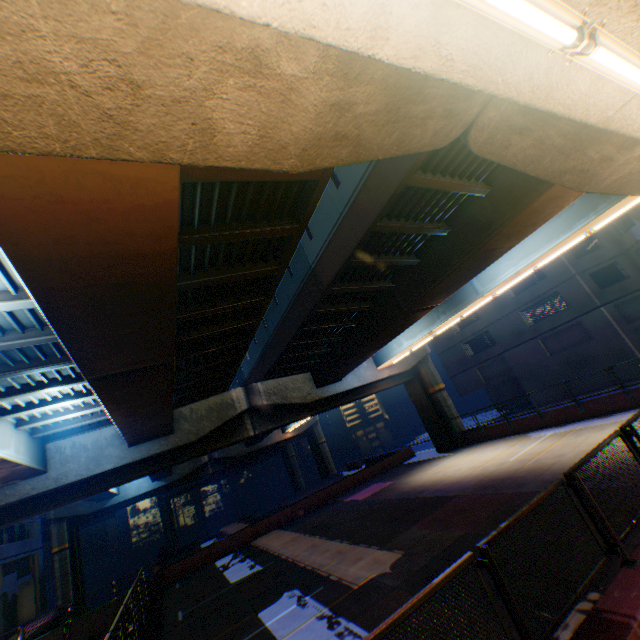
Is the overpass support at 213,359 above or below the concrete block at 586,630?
above

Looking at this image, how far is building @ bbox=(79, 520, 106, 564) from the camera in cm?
A: 5606

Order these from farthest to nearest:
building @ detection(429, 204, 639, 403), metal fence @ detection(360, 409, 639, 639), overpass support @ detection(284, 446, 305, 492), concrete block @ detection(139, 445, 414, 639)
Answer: overpass support @ detection(284, 446, 305, 492), building @ detection(429, 204, 639, 403), concrete block @ detection(139, 445, 414, 639), metal fence @ detection(360, 409, 639, 639)

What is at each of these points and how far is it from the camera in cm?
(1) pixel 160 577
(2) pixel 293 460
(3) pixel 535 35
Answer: (1) concrete block, 1791
(2) overpass support, 5934
(3) street lamp, 247

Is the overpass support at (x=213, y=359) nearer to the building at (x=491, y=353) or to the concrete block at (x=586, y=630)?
the concrete block at (x=586, y=630)

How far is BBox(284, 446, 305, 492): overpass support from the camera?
57.9m

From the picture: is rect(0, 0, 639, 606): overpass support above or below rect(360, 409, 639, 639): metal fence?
above

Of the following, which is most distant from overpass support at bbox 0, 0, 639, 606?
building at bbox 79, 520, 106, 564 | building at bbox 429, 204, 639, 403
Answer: building at bbox 79, 520, 106, 564
